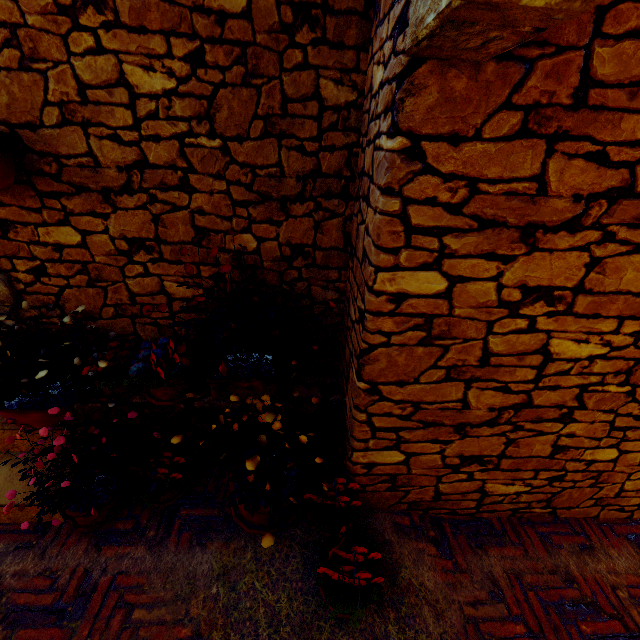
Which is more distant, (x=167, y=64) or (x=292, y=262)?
(x=292, y=262)

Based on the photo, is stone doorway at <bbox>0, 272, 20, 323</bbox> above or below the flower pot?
below

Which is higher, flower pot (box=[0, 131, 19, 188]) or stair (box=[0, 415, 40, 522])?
flower pot (box=[0, 131, 19, 188])

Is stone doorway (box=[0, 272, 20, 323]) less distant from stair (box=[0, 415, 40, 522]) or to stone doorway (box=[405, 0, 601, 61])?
stair (box=[0, 415, 40, 522])

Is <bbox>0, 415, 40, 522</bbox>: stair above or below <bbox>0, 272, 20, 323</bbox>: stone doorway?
below

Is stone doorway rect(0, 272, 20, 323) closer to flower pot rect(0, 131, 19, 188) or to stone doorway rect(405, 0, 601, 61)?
flower pot rect(0, 131, 19, 188)

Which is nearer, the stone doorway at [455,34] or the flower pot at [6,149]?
the stone doorway at [455,34]

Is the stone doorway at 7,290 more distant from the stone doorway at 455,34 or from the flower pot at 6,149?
the stone doorway at 455,34
